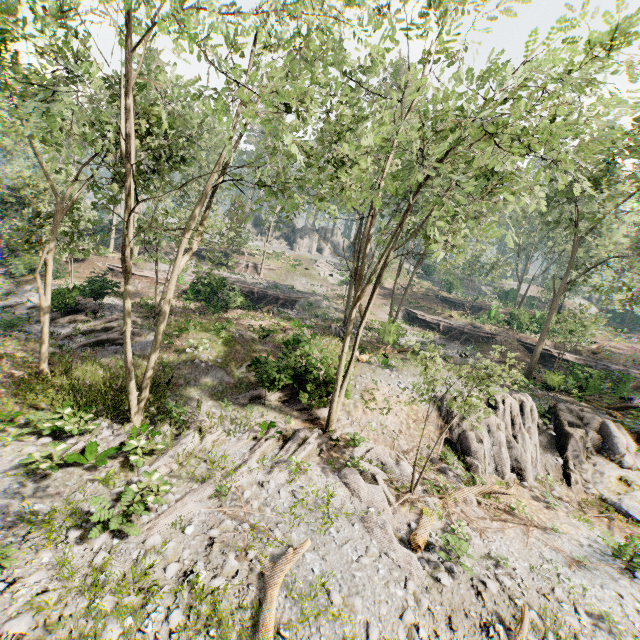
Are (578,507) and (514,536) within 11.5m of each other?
yes

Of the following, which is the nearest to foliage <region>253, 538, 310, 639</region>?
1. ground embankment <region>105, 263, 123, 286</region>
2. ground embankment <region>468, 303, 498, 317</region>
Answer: ground embankment <region>105, 263, 123, 286</region>

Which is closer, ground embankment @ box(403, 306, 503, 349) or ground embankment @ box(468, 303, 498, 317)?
ground embankment @ box(403, 306, 503, 349)

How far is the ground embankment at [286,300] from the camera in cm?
2817

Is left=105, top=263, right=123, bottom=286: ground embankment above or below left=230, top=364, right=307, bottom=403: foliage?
above

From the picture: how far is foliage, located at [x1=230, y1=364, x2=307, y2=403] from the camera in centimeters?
1602cm

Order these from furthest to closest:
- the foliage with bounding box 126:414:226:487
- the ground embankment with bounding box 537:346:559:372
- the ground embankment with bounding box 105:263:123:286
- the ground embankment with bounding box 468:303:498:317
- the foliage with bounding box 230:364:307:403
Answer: the ground embankment with bounding box 468:303:498:317 < the ground embankment with bounding box 537:346:559:372 < the ground embankment with bounding box 105:263:123:286 < the foliage with bounding box 230:364:307:403 < the foliage with bounding box 126:414:226:487

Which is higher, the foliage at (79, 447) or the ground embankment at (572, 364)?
the ground embankment at (572, 364)
